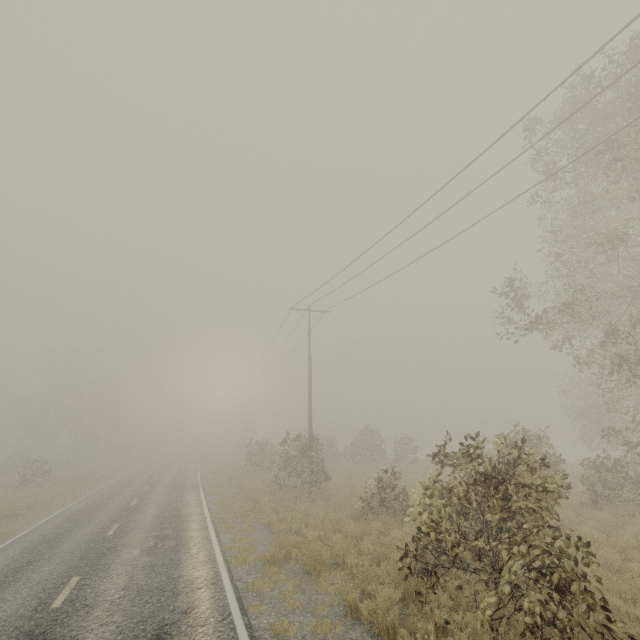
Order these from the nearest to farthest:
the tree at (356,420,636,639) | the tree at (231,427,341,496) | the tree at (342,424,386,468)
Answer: the tree at (356,420,636,639)
the tree at (231,427,341,496)
the tree at (342,424,386,468)

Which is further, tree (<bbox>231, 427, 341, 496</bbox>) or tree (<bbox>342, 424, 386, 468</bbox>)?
tree (<bbox>342, 424, 386, 468</bbox>)

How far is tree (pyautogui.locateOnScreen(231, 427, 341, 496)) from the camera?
19.5 meters

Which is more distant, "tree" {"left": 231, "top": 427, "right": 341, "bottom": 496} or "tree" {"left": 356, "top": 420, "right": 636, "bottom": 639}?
"tree" {"left": 231, "top": 427, "right": 341, "bottom": 496}

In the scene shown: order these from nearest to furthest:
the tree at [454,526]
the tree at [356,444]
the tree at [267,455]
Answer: the tree at [454,526] → the tree at [267,455] → the tree at [356,444]

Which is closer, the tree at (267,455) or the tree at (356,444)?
the tree at (267,455)

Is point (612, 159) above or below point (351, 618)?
above
